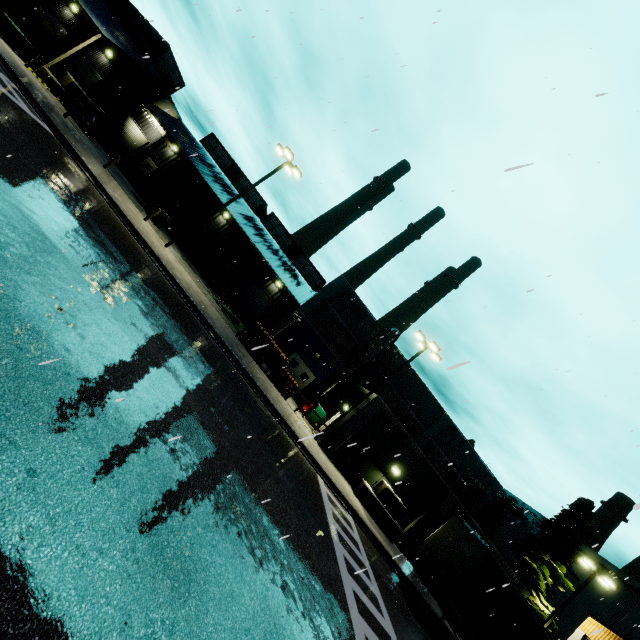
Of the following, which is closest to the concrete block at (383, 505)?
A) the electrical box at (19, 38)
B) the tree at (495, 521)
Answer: the electrical box at (19, 38)

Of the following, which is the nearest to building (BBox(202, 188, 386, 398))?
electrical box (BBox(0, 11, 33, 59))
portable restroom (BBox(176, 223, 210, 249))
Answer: portable restroom (BBox(176, 223, 210, 249))

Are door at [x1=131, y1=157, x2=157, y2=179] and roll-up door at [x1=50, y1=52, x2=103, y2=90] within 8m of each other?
yes

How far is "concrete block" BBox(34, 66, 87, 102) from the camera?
22.6 meters

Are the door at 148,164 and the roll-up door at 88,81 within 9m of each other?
yes

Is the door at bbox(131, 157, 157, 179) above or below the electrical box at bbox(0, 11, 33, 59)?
above

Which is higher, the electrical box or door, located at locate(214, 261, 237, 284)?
door, located at locate(214, 261, 237, 284)

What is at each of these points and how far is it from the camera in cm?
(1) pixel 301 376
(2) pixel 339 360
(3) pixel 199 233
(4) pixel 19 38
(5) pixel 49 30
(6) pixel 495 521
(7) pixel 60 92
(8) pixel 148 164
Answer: (1) door, 2867
(2) building, 2900
(3) portable restroom, 2981
(4) electrical box, 1936
(5) semi trailer, 2802
(6) tree, 4500
(7) concrete block, 2388
(8) door, 3512
